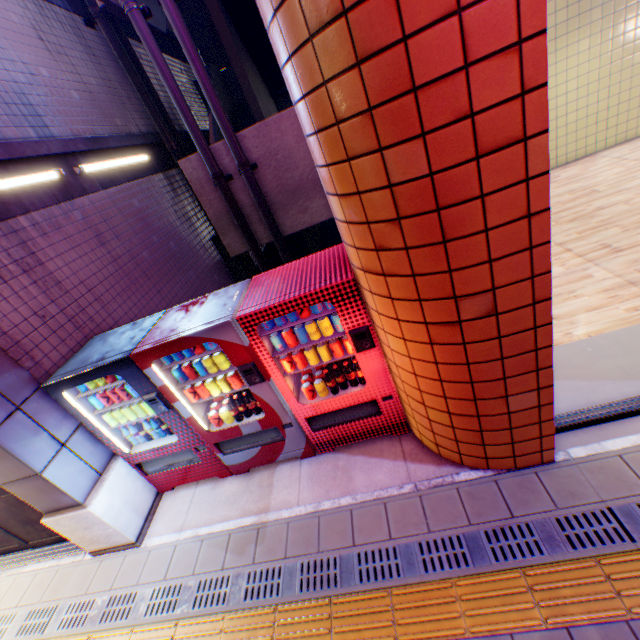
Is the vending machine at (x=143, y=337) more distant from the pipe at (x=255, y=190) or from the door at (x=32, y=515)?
the pipe at (x=255, y=190)

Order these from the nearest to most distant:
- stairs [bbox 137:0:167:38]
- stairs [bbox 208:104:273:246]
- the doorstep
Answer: the doorstep < stairs [bbox 208:104:273:246] < stairs [bbox 137:0:167:38]

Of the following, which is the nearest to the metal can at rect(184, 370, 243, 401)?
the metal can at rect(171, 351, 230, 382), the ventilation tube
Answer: the metal can at rect(171, 351, 230, 382)

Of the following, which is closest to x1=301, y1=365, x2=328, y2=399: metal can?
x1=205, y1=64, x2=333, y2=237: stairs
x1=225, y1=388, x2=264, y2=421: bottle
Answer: x1=225, y1=388, x2=264, y2=421: bottle

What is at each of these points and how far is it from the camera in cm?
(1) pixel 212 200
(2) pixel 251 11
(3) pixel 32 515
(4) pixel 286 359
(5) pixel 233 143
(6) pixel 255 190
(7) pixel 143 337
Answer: (1) stairs, 651
(2) stairs, 786
(3) door, 388
(4) metal can, 326
(5) pipe, 560
(6) pipe, 600
(7) vending machine, 334

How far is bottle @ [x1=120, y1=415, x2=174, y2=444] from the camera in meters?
3.8 m

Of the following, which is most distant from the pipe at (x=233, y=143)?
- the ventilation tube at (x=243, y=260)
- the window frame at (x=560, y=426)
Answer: the window frame at (x=560, y=426)

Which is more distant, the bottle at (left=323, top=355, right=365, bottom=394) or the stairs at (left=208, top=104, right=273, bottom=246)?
the stairs at (left=208, top=104, right=273, bottom=246)
